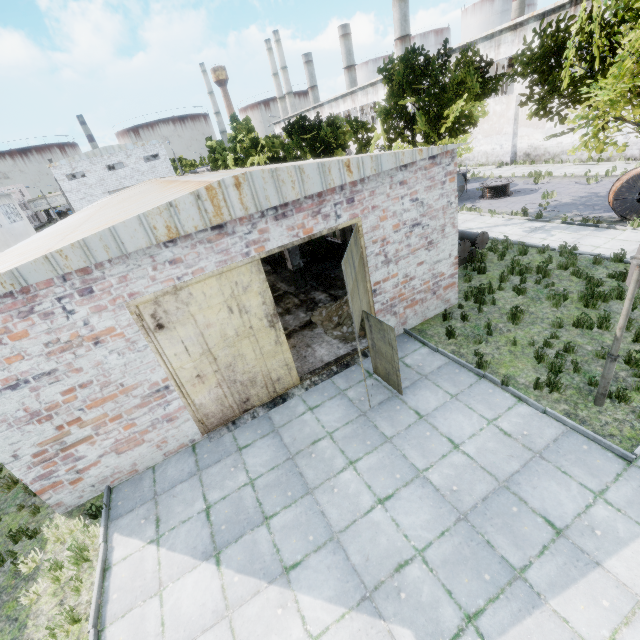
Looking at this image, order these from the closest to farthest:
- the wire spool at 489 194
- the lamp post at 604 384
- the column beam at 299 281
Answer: the lamp post at 604 384, the column beam at 299 281, the wire spool at 489 194

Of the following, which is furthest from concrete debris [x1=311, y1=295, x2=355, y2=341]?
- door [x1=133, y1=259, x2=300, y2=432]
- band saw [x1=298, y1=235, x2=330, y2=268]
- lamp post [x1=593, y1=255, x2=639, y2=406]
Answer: lamp post [x1=593, y1=255, x2=639, y2=406]

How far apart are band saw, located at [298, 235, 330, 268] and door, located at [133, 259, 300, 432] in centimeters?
884cm

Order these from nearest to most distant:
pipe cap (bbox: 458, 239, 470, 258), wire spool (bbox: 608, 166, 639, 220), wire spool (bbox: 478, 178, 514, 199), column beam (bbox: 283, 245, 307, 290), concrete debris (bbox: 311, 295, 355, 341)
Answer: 1. concrete debris (bbox: 311, 295, 355, 341)
2. pipe cap (bbox: 458, 239, 470, 258)
3. wire spool (bbox: 608, 166, 639, 220)
4. column beam (bbox: 283, 245, 307, 290)
5. wire spool (bbox: 478, 178, 514, 199)

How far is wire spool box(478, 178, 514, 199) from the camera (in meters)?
20.58

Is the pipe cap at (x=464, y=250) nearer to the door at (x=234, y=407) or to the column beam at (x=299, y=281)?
the column beam at (x=299, y=281)

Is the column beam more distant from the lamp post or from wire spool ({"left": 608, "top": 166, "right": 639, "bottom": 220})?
wire spool ({"left": 608, "top": 166, "right": 639, "bottom": 220})

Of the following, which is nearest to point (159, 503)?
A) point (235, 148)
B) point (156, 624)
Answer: point (156, 624)
